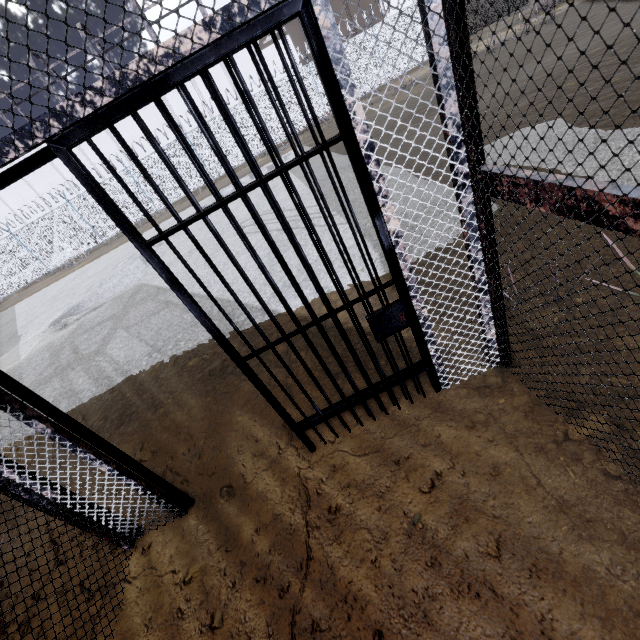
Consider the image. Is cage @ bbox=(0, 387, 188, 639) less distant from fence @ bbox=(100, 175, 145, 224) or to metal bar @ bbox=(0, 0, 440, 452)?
metal bar @ bbox=(0, 0, 440, 452)

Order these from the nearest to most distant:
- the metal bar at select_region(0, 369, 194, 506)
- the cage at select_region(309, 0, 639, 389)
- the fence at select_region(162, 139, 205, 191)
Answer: the cage at select_region(309, 0, 639, 389) → the metal bar at select_region(0, 369, 194, 506) → the fence at select_region(162, 139, 205, 191)

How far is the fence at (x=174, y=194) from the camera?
18.67m

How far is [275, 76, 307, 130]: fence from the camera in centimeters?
1819cm

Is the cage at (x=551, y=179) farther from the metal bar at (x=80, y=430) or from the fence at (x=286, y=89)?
the fence at (x=286, y=89)

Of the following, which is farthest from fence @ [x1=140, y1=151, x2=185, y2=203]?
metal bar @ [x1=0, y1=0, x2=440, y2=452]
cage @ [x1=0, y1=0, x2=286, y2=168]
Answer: metal bar @ [x1=0, y1=0, x2=440, y2=452]

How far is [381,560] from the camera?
1.7m
